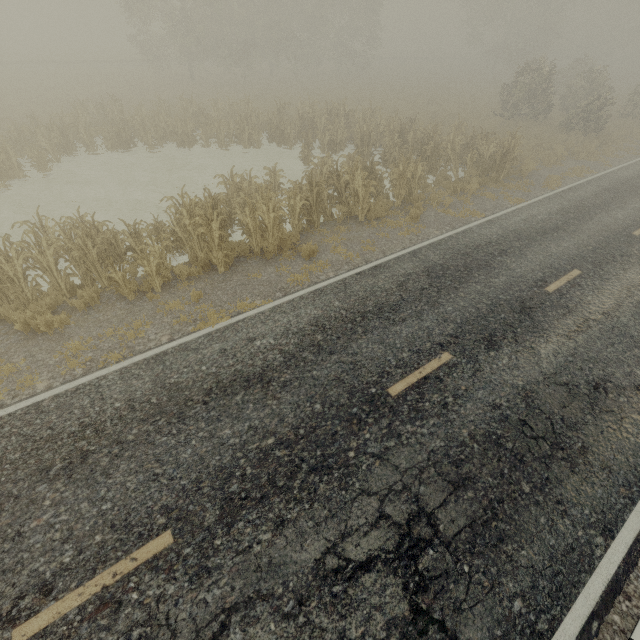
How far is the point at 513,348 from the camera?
7.1m

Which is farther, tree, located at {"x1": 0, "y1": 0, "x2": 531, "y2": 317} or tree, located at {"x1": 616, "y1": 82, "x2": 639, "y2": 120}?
tree, located at {"x1": 616, "y1": 82, "x2": 639, "y2": 120}

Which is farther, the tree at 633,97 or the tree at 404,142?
the tree at 633,97
